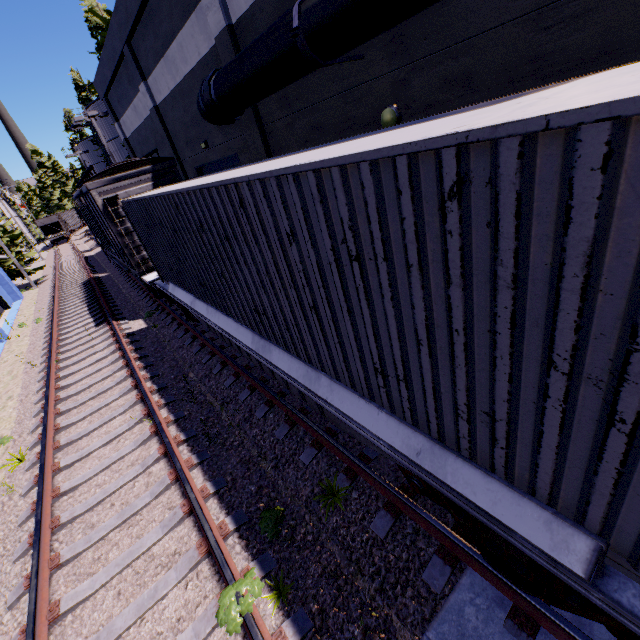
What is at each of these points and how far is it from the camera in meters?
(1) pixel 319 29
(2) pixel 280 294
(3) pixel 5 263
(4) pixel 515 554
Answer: (1) pipe, 5.4 m
(2) cargo container, 4.0 m
(3) tree, 23.5 m
(4) bogie, 2.7 m

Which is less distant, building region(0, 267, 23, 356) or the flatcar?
the flatcar

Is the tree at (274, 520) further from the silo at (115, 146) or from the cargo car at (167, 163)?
the silo at (115, 146)

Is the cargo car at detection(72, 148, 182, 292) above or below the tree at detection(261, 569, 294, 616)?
above

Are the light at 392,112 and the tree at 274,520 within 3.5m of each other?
no

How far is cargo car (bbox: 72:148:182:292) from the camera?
10.70m

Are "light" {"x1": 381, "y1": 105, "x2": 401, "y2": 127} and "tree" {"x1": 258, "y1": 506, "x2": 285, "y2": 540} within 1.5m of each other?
no

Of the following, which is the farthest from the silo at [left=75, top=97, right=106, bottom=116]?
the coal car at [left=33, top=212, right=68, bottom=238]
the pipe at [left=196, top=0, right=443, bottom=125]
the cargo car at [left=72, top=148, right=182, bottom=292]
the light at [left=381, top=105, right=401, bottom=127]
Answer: the coal car at [left=33, top=212, right=68, bottom=238]
